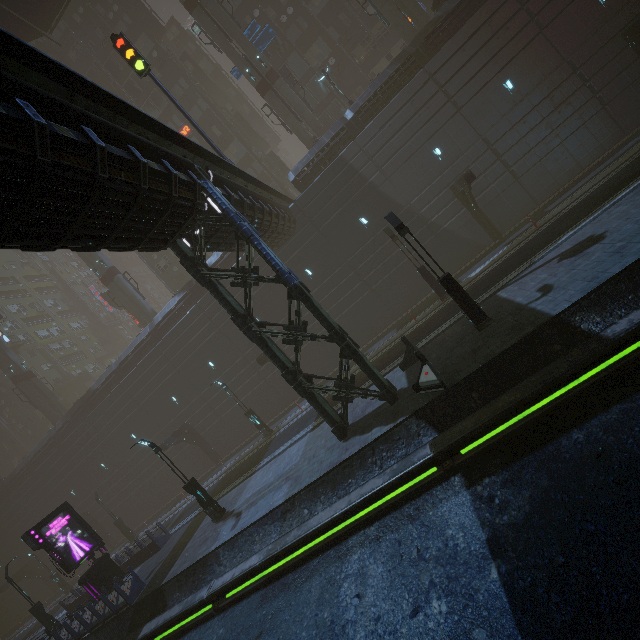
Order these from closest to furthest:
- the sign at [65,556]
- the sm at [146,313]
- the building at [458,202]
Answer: the building at [458,202] → the sign at [65,556] → the sm at [146,313]

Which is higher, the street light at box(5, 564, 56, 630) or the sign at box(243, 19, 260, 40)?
the sign at box(243, 19, 260, 40)

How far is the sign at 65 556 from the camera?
17.2m

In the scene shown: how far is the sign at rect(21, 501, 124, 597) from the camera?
17.2 meters

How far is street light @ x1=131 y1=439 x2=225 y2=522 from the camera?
16.0 meters

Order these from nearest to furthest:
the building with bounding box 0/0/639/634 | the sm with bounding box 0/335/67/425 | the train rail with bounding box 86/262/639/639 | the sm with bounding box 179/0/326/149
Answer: the train rail with bounding box 86/262/639/639, the building with bounding box 0/0/639/634, the sm with bounding box 179/0/326/149, the sm with bounding box 0/335/67/425

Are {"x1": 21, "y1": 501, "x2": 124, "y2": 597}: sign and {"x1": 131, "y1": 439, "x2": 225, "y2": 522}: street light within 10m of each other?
yes

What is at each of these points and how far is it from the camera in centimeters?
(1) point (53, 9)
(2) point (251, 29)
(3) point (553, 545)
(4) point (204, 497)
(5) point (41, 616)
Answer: (1) bridge, 2691cm
(2) sign, 2747cm
(3) train rail, 559cm
(4) street light, 1605cm
(5) street light, 2047cm
